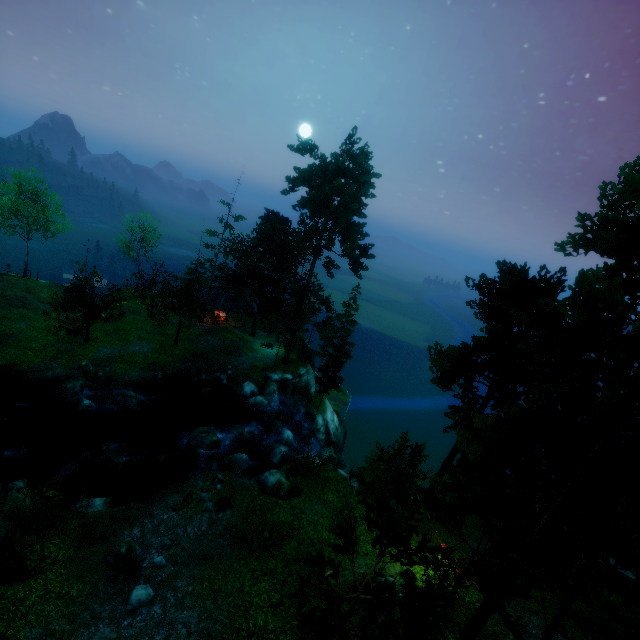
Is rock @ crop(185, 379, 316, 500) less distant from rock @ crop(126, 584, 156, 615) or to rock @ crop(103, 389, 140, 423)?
rock @ crop(103, 389, 140, 423)

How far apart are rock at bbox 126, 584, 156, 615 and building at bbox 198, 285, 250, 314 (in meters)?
27.57

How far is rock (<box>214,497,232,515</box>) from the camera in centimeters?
1762cm

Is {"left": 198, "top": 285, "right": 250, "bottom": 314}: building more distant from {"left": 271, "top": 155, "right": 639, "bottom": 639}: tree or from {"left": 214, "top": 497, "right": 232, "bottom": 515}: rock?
{"left": 214, "top": 497, "right": 232, "bottom": 515}: rock

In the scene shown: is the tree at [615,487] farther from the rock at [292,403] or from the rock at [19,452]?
the rock at [19,452]

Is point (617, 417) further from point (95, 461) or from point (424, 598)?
point (95, 461)

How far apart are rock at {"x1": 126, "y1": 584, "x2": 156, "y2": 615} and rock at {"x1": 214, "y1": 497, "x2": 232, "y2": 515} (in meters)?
3.77

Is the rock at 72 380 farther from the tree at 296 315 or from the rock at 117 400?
the tree at 296 315
